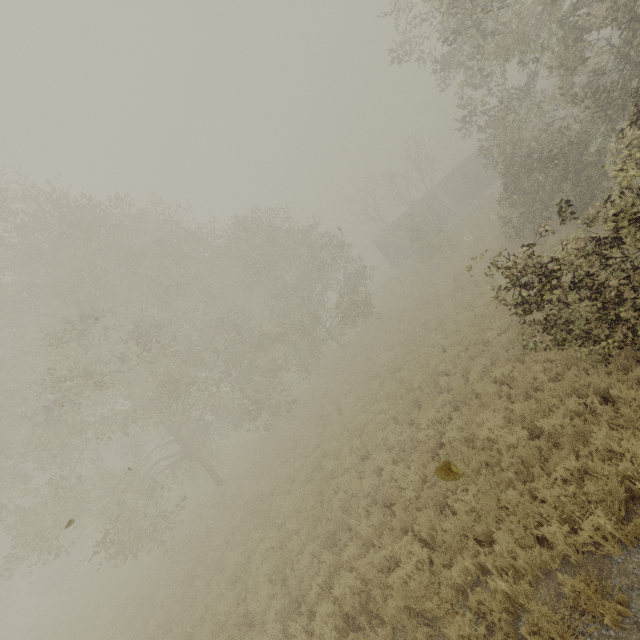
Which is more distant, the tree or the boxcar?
the boxcar

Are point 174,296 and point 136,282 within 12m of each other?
yes

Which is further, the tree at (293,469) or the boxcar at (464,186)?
the boxcar at (464,186)

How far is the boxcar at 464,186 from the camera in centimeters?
3262cm

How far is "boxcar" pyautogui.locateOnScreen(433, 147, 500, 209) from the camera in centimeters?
3262cm
